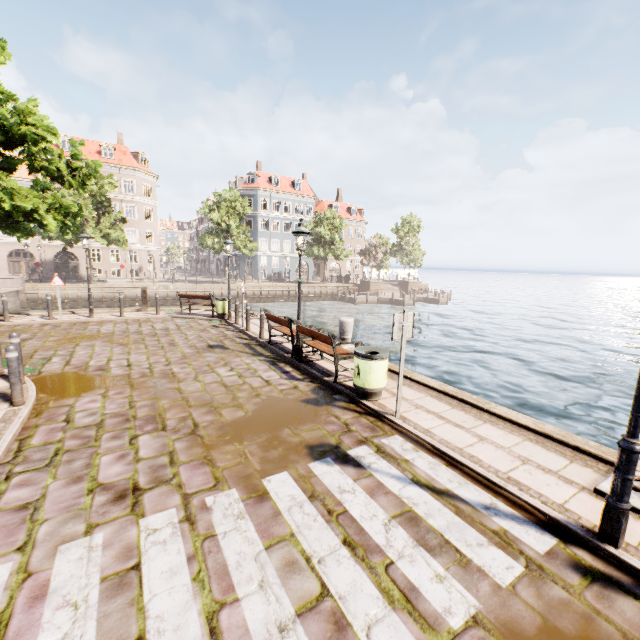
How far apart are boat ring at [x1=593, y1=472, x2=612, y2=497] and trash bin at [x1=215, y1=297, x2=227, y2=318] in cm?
1393

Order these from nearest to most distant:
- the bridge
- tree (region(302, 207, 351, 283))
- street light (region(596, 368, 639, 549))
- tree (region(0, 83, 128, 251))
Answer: street light (region(596, 368, 639, 549)), tree (region(0, 83, 128, 251)), the bridge, tree (region(302, 207, 351, 283))

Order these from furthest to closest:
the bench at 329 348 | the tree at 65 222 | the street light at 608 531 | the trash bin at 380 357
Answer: the tree at 65 222 < the bench at 329 348 < the trash bin at 380 357 < the street light at 608 531

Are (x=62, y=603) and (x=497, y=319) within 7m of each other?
no

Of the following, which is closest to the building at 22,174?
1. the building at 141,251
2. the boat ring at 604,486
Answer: the boat ring at 604,486

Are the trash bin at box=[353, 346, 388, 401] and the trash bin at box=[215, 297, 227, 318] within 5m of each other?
no

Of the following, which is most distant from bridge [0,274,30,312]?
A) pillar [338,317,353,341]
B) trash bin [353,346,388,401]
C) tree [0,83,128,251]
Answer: trash bin [353,346,388,401]

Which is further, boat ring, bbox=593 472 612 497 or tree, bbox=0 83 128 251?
tree, bbox=0 83 128 251
